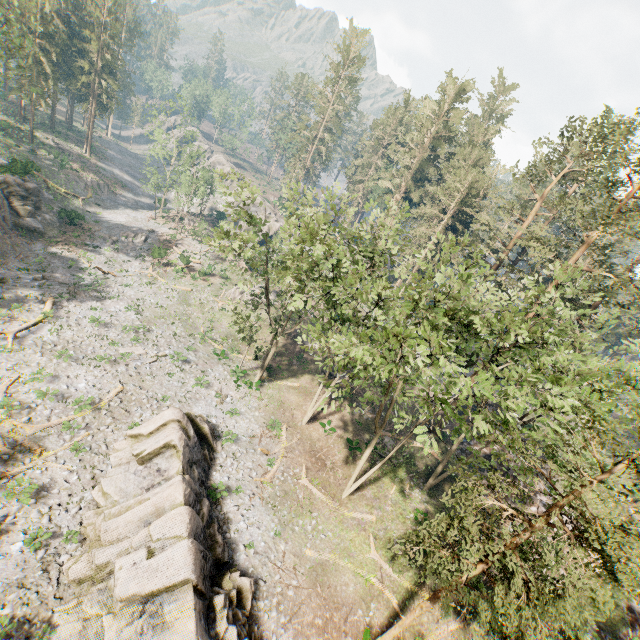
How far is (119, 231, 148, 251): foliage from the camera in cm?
4566

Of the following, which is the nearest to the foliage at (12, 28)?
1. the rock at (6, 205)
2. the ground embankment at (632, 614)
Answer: the ground embankment at (632, 614)

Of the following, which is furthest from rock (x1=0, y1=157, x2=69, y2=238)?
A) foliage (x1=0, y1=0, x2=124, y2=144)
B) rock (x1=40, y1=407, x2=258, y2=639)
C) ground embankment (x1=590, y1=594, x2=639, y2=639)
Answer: ground embankment (x1=590, y1=594, x2=639, y2=639)

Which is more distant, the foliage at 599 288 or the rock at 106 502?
the rock at 106 502

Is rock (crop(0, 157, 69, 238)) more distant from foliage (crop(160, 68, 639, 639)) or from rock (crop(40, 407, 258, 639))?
foliage (crop(160, 68, 639, 639))

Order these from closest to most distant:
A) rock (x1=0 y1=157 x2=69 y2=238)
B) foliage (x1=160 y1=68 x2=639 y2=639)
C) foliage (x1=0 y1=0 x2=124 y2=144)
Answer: foliage (x1=160 y1=68 x2=639 y2=639) < foliage (x1=0 y1=0 x2=124 y2=144) < rock (x1=0 y1=157 x2=69 y2=238)

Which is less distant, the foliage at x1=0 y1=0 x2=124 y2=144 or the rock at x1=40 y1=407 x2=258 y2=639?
the rock at x1=40 y1=407 x2=258 y2=639

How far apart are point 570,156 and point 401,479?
42.25m
